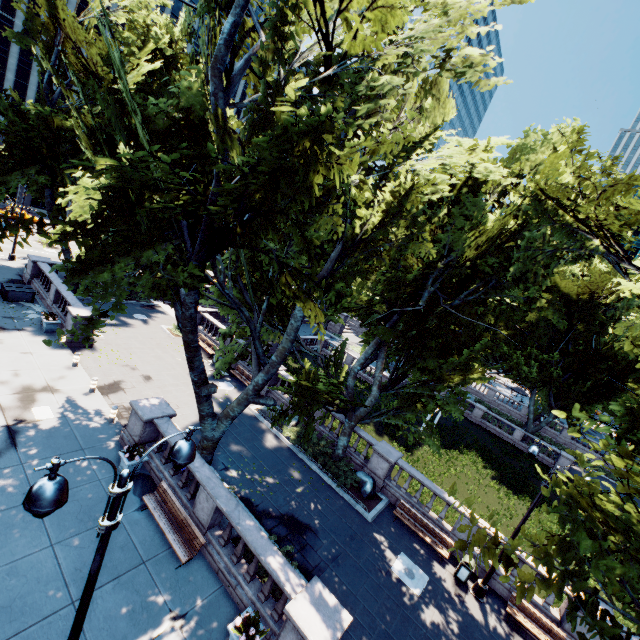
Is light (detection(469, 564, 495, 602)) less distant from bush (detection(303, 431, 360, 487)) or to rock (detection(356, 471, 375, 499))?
rock (detection(356, 471, 375, 499))

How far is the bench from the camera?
10.6 meters

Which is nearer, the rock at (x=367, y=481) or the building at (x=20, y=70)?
the rock at (x=367, y=481)

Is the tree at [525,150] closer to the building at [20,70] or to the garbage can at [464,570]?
the garbage can at [464,570]

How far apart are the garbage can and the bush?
6.9 meters

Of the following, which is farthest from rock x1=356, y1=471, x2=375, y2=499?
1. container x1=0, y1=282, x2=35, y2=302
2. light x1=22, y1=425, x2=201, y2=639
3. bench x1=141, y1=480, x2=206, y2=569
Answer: container x1=0, y1=282, x2=35, y2=302

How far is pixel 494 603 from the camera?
14.1m

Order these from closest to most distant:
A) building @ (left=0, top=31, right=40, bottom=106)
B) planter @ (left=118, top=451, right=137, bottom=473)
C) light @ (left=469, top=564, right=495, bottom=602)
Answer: planter @ (left=118, top=451, right=137, bottom=473) → light @ (left=469, top=564, right=495, bottom=602) → building @ (left=0, top=31, right=40, bottom=106)
